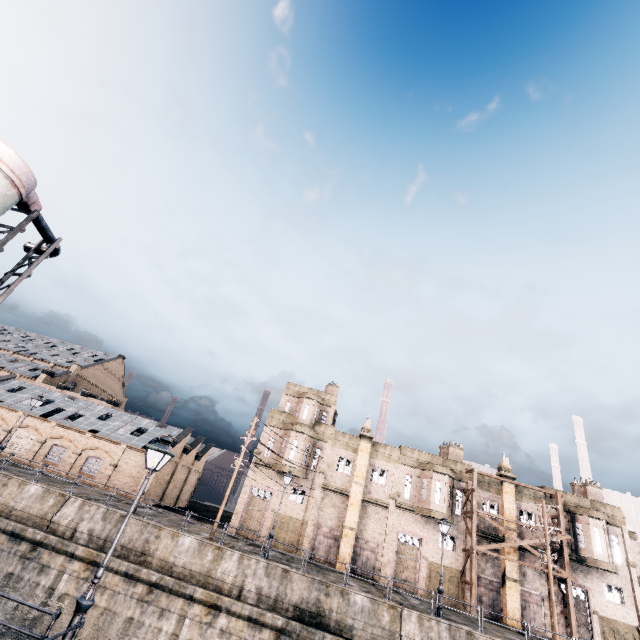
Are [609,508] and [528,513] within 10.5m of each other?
yes

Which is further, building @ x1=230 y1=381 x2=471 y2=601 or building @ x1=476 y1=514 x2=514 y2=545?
building @ x1=476 y1=514 x2=514 y2=545

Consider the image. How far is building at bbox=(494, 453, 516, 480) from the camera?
34.0 meters

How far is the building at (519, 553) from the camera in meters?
30.6 m

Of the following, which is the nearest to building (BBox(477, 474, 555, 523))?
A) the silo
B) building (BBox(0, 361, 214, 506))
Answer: building (BBox(0, 361, 214, 506))

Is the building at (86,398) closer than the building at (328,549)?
No

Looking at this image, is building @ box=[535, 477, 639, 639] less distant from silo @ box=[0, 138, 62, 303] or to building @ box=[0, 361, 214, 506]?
building @ box=[0, 361, 214, 506]
